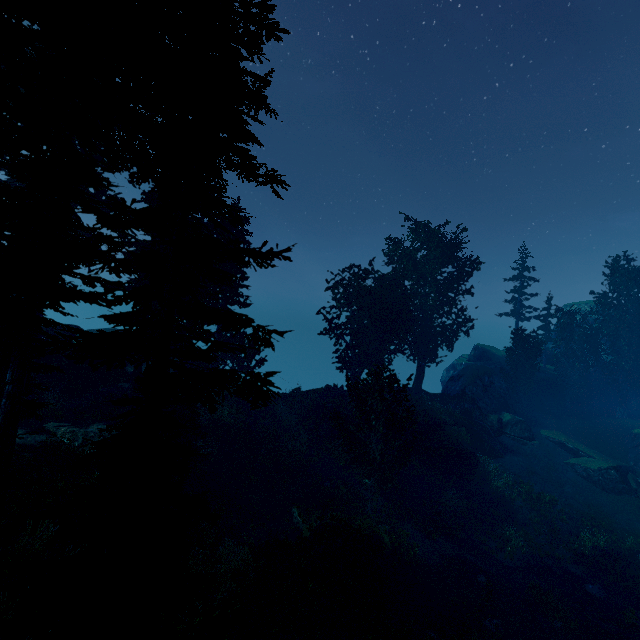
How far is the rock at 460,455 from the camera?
27.3m

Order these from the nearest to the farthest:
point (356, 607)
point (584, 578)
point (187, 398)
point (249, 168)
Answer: point (187, 398)
point (249, 168)
point (356, 607)
point (584, 578)

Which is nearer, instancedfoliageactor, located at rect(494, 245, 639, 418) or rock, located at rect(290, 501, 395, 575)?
rock, located at rect(290, 501, 395, 575)

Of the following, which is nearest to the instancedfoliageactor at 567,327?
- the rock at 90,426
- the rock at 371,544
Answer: the rock at 90,426

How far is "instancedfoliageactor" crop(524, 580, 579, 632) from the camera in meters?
16.0 m

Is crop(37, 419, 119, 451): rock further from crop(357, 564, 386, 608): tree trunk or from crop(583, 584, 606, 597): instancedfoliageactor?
crop(357, 564, 386, 608): tree trunk

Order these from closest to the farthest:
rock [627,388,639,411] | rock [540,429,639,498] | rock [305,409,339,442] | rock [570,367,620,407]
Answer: rock [540,429,639,498], rock [305,409,339,442], rock [570,367,620,407], rock [627,388,639,411]

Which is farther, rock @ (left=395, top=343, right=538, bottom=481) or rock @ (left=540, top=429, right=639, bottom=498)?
rock @ (left=395, top=343, right=538, bottom=481)
